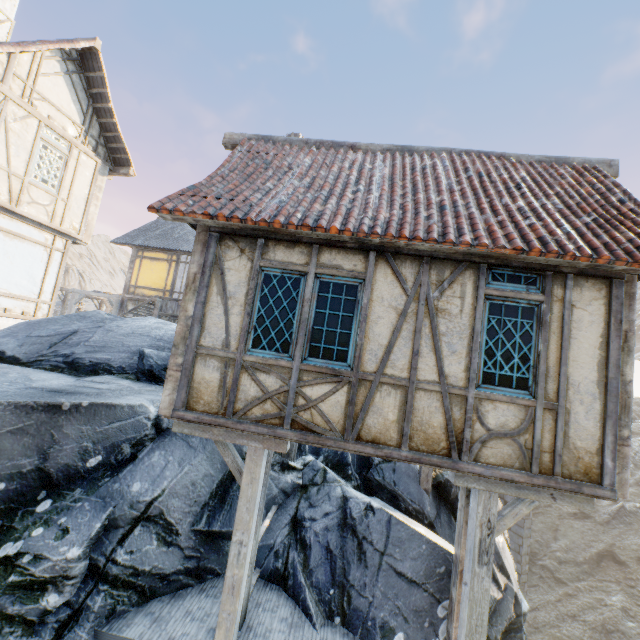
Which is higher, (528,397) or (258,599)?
(528,397)

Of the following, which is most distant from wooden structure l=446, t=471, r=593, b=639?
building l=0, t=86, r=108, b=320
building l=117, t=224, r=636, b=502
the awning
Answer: the awning

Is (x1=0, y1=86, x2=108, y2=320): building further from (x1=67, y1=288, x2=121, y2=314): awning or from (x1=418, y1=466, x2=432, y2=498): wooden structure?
(x1=418, y1=466, x2=432, y2=498): wooden structure

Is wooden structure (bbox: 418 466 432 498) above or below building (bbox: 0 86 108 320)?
below

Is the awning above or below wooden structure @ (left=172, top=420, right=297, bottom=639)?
above

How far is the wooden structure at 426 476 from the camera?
7.4m

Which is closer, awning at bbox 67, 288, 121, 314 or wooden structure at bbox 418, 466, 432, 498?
wooden structure at bbox 418, 466, 432, 498

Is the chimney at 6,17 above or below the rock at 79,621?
above
